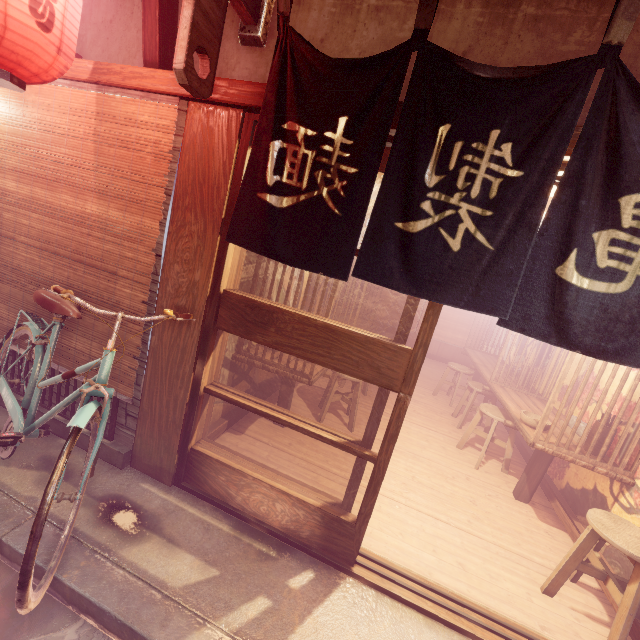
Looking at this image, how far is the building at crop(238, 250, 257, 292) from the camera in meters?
5.4

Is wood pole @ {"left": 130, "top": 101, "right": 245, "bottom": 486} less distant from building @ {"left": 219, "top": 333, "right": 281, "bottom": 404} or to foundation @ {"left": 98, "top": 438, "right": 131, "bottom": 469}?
foundation @ {"left": 98, "top": 438, "right": 131, "bottom": 469}

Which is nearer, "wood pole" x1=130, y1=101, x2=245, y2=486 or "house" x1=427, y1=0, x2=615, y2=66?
"house" x1=427, y1=0, x2=615, y2=66

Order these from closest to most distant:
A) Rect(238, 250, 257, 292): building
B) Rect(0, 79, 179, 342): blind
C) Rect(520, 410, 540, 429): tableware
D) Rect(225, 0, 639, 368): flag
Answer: Rect(225, 0, 639, 368): flag < Rect(0, 79, 179, 342): blind < Rect(238, 250, 257, 292): building < Rect(520, 410, 540, 429): tableware

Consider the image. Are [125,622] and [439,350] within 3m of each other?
no

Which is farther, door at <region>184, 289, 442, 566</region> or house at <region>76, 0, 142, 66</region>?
house at <region>76, 0, 142, 66</region>

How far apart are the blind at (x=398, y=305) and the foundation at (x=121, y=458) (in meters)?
14.38

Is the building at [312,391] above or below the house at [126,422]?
below
